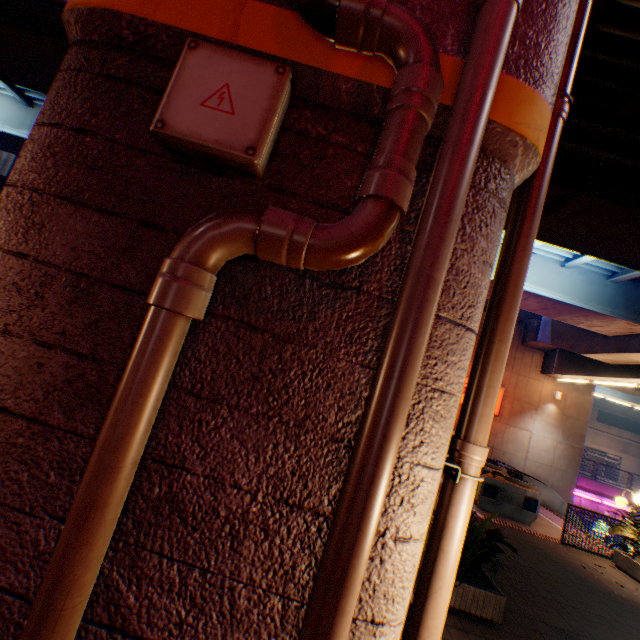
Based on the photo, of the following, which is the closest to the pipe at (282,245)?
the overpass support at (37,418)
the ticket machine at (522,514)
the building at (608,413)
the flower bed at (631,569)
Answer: the overpass support at (37,418)

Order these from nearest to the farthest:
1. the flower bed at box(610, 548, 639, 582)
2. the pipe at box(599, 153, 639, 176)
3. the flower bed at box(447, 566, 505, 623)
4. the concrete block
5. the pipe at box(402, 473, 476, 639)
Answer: the pipe at box(402, 473, 476, 639), the flower bed at box(447, 566, 505, 623), the pipe at box(599, 153, 639, 176), the flower bed at box(610, 548, 639, 582), the concrete block

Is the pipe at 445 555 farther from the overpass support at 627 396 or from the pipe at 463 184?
the pipe at 463 184

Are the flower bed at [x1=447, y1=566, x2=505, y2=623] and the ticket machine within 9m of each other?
yes

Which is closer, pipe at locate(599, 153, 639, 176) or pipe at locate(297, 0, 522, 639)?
pipe at locate(297, 0, 522, 639)

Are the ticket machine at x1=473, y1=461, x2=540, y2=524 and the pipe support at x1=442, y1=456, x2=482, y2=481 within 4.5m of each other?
no

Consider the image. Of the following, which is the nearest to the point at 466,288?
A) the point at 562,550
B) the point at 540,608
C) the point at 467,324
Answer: the point at 467,324

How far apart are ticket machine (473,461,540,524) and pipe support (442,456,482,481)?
10.3 meters
